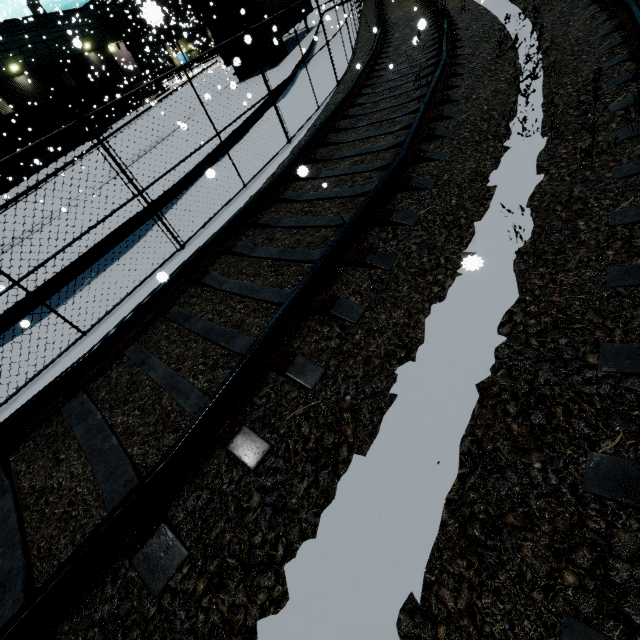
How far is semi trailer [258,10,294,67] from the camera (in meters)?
16.38

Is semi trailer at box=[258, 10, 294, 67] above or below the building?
below

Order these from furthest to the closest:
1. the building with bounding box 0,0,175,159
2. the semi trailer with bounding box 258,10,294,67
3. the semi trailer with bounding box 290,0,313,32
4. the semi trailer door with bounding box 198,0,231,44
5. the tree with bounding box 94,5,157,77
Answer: the tree with bounding box 94,5,157,77 < the building with bounding box 0,0,175,159 < the semi trailer with bounding box 290,0,313,32 < the semi trailer with bounding box 258,10,294,67 < the semi trailer door with bounding box 198,0,231,44

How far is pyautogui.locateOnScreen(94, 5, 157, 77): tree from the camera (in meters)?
31.17

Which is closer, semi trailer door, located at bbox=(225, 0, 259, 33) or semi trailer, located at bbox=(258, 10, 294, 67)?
semi trailer door, located at bbox=(225, 0, 259, 33)

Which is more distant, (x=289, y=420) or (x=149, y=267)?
(x=149, y=267)

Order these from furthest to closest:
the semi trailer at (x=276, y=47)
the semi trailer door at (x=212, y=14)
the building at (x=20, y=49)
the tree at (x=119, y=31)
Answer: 1. the tree at (x=119, y=31)
2. the building at (x=20, y=49)
3. the semi trailer at (x=276, y=47)
4. the semi trailer door at (x=212, y=14)

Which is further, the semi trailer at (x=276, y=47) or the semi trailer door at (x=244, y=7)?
the semi trailer at (x=276, y=47)
